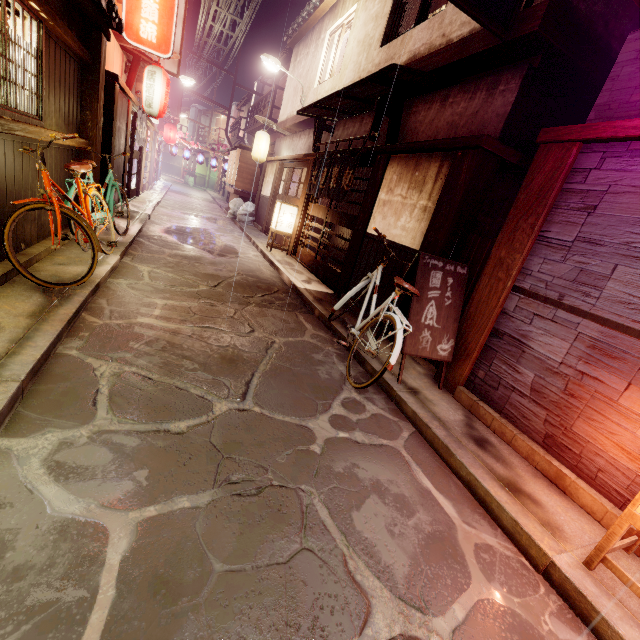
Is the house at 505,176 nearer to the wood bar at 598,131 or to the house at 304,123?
the house at 304,123

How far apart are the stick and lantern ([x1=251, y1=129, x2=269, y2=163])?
19.5 meters

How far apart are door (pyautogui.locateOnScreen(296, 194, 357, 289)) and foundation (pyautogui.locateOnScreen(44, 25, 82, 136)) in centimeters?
912cm

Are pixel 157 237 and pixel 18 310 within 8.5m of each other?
no

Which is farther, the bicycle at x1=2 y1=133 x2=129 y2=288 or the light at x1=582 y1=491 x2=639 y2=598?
the bicycle at x1=2 y1=133 x2=129 y2=288

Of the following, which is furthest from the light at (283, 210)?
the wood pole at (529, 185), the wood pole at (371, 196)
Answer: the wood pole at (529, 185)

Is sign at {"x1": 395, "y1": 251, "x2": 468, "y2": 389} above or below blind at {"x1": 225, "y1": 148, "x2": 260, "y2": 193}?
below

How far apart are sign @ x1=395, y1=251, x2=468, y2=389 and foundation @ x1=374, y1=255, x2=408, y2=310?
0.8 meters
